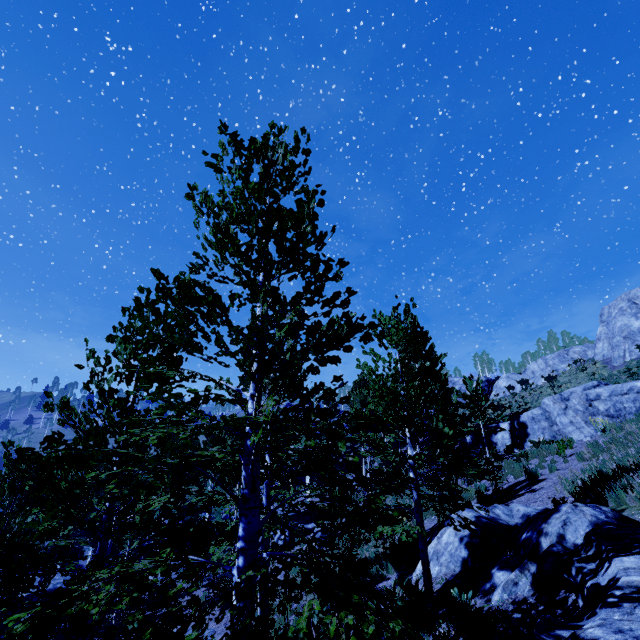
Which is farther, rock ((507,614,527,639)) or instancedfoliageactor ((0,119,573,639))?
rock ((507,614,527,639))

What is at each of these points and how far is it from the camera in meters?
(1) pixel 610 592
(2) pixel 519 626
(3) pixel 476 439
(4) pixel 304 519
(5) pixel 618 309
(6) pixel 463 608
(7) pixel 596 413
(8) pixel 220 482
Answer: (1) rock, 3.5 m
(2) rock, 4.8 m
(3) rock, 23.2 m
(4) rock, 23.8 m
(5) rock, 28.2 m
(6) instancedfoliageactor, 5.6 m
(7) rock, 15.9 m
(8) instancedfoliageactor, 26.2 m

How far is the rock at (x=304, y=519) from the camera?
22.4 meters

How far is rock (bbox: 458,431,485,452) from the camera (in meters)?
22.57

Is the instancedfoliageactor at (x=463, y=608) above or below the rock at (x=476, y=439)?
below

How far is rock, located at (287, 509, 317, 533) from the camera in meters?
22.4

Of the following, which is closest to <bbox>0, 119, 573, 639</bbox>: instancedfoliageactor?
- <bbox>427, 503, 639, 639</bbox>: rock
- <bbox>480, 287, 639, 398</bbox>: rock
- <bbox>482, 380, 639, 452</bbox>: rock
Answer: <bbox>427, 503, 639, 639</bbox>: rock

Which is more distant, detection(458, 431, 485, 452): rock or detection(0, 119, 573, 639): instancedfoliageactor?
detection(458, 431, 485, 452): rock
